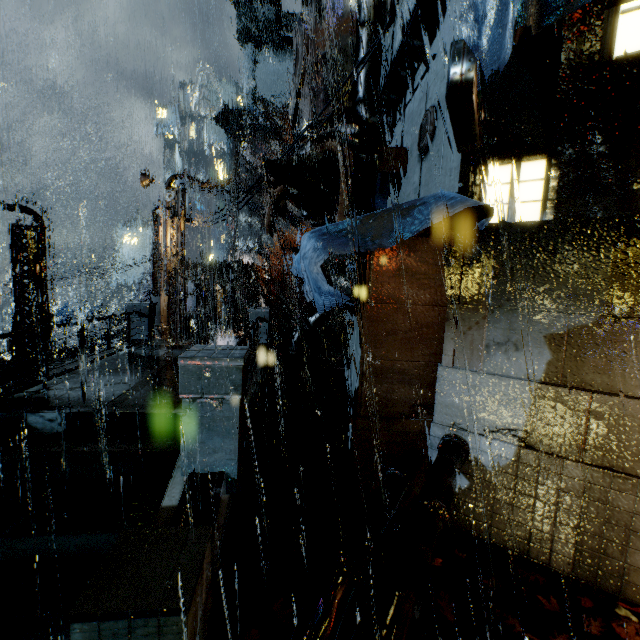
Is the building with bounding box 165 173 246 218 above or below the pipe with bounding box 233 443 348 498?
above

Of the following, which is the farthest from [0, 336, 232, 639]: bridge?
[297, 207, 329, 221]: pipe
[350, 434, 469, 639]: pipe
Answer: [297, 207, 329, 221]: pipe

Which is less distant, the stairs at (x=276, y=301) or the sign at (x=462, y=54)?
the sign at (x=462, y=54)

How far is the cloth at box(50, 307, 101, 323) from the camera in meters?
38.7

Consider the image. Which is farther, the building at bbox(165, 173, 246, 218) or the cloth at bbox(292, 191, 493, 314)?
the building at bbox(165, 173, 246, 218)

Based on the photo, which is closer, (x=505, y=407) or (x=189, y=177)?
(x=505, y=407)

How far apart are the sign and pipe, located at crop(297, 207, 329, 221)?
10.8 meters

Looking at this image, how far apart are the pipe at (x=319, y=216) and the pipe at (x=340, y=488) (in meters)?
11.51
